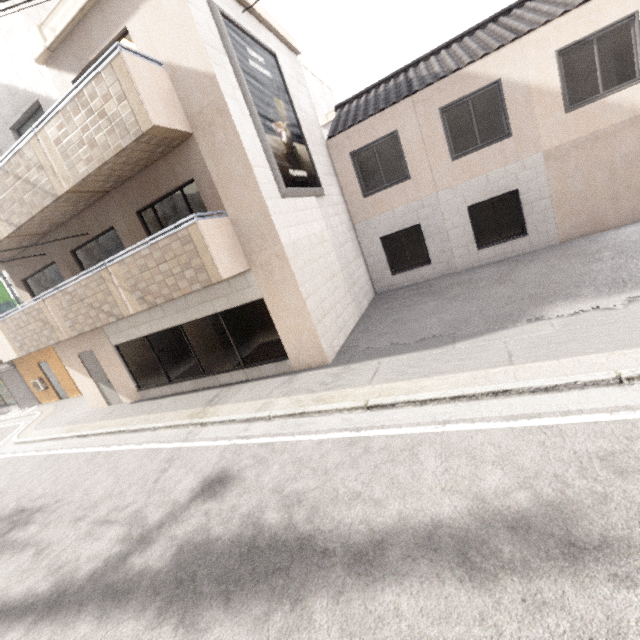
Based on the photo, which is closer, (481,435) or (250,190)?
(481,435)

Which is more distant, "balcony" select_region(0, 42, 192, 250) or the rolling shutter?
the rolling shutter

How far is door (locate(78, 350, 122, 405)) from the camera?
10.8 meters

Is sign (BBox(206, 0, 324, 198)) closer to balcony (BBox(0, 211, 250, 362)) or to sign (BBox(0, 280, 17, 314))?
balcony (BBox(0, 211, 250, 362))

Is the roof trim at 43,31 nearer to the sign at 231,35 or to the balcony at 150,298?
the sign at 231,35

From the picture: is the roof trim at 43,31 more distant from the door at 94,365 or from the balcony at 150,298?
the door at 94,365

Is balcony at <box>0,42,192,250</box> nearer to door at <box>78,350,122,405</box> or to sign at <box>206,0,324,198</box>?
sign at <box>206,0,324,198</box>

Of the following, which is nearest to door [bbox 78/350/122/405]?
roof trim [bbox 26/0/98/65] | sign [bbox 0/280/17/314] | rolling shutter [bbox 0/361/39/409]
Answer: sign [bbox 0/280/17/314]
